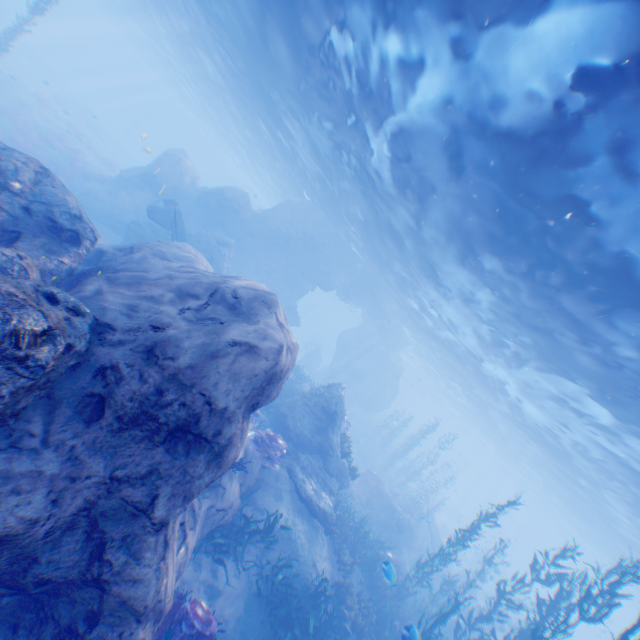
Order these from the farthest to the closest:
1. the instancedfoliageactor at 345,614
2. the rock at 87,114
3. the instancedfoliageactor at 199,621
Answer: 1. the rock at 87,114
2. the instancedfoliageactor at 345,614
3. the instancedfoliageactor at 199,621

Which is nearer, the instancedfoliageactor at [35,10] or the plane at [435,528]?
the instancedfoliageactor at [35,10]

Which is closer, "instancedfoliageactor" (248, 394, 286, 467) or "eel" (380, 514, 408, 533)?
"instancedfoliageactor" (248, 394, 286, 467)

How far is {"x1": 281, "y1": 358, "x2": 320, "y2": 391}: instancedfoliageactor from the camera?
22.78m

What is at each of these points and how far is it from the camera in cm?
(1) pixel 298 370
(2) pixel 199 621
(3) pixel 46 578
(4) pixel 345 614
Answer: (1) instancedfoliageactor, 2541
(2) instancedfoliageactor, 622
(3) rock, 427
(4) instancedfoliageactor, 1041

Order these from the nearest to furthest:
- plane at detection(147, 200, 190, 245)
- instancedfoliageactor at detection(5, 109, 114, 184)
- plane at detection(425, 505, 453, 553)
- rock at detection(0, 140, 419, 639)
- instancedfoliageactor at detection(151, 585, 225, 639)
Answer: rock at detection(0, 140, 419, 639), instancedfoliageactor at detection(151, 585, 225, 639), plane at detection(147, 200, 190, 245), instancedfoliageactor at detection(5, 109, 114, 184), plane at detection(425, 505, 453, 553)

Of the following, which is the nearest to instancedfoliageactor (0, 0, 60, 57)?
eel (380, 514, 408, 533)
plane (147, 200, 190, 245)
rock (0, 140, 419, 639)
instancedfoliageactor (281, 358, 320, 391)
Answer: rock (0, 140, 419, 639)
